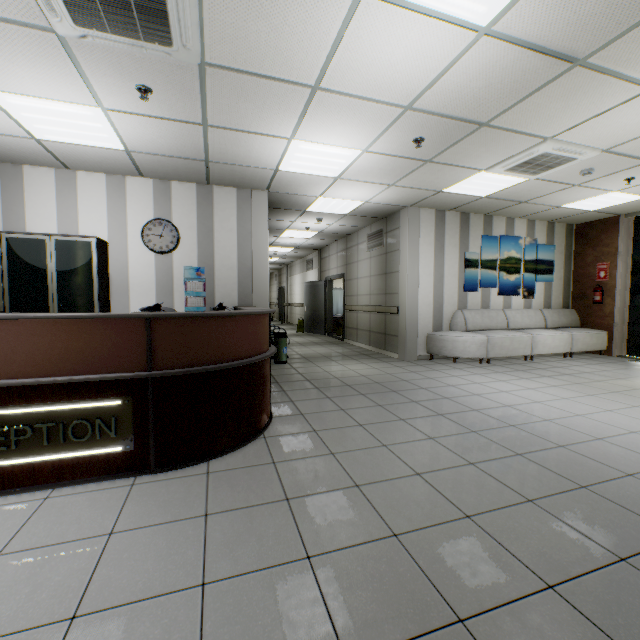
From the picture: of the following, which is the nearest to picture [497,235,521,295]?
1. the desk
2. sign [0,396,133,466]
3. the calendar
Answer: the desk

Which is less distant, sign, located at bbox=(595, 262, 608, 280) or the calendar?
the calendar

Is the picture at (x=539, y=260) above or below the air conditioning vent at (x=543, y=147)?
below

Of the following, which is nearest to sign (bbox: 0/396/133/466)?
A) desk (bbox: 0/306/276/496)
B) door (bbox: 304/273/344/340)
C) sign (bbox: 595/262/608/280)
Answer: desk (bbox: 0/306/276/496)

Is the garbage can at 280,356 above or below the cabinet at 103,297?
below

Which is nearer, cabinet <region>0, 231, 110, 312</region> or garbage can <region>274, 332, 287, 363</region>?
cabinet <region>0, 231, 110, 312</region>

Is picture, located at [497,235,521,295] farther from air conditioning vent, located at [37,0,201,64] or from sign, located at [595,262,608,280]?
air conditioning vent, located at [37,0,201,64]

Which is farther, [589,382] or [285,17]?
[589,382]
